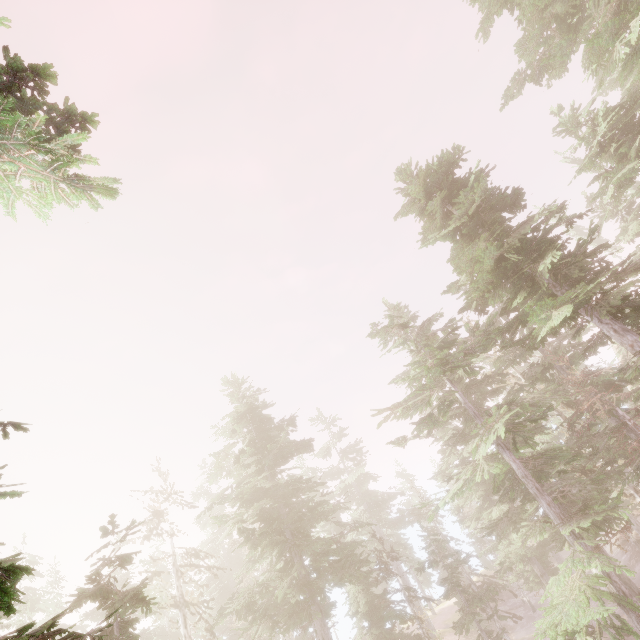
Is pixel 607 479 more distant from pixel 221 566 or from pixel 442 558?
pixel 221 566

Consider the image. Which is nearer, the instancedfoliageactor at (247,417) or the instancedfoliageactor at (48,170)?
the instancedfoliageactor at (48,170)

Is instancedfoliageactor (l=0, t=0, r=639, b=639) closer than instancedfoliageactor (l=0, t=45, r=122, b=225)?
No
